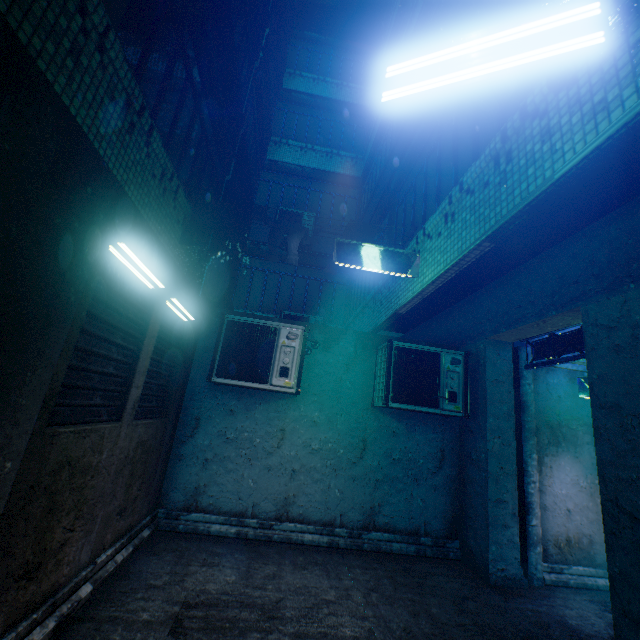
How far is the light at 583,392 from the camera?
4.7m

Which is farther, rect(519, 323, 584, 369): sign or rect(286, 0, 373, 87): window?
rect(286, 0, 373, 87): window

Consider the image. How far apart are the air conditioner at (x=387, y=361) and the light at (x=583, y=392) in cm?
166

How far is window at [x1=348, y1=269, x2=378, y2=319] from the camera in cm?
706

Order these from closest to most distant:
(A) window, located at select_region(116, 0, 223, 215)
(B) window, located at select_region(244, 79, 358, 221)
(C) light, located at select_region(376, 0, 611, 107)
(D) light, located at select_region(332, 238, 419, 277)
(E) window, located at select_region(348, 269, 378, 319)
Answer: (C) light, located at select_region(376, 0, 611, 107) < (A) window, located at select_region(116, 0, 223, 215) < (D) light, located at select_region(332, 238, 419, 277) < (E) window, located at select_region(348, 269, 378, 319) < (B) window, located at select_region(244, 79, 358, 221)

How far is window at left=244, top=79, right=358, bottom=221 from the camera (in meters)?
8.02

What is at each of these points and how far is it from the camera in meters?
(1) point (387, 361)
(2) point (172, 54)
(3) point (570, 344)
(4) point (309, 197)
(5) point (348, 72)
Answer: (1) air conditioner, 4.4
(2) window, 3.4
(3) sign, 4.0
(4) window, 10.1
(5) window, 11.7

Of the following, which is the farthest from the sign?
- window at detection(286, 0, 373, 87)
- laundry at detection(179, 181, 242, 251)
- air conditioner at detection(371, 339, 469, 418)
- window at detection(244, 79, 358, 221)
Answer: window at detection(286, 0, 373, 87)
